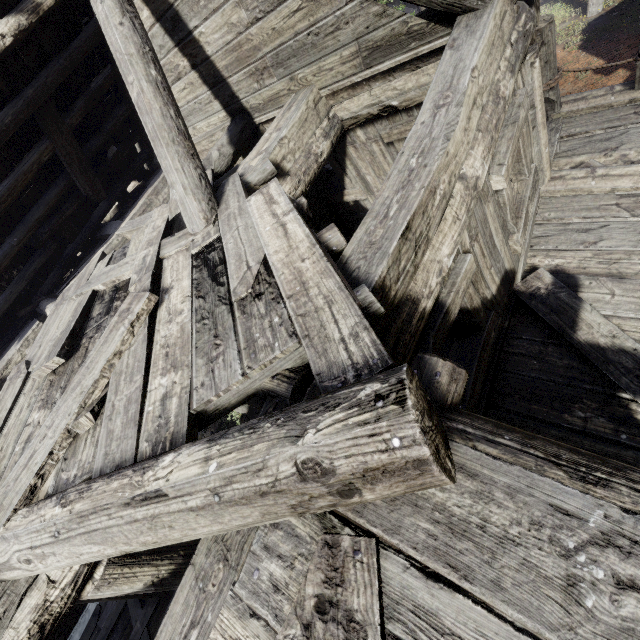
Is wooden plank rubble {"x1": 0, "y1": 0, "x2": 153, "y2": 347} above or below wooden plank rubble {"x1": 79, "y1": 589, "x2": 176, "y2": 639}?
above

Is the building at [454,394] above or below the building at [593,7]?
above

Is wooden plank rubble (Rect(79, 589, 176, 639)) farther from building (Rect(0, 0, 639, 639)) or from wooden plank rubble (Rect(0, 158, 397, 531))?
wooden plank rubble (Rect(0, 158, 397, 531))

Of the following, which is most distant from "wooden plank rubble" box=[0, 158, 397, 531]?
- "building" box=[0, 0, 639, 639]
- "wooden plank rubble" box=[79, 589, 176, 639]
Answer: "wooden plank rubble" box=[79, 589, 176, 639]

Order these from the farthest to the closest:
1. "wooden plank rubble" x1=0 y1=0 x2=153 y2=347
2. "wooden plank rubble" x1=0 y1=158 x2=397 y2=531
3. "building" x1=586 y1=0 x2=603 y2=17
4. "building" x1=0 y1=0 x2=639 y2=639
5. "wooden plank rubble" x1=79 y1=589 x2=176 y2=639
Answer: "building" x1=586 y1=0 x2=603 y2=17 → "wooden plank rubble" x1=79 y1=589 x2=176 y2=639 → "wooden plank rubble" x1=0 y1=0 x2=153 y2=347 → "wooden plank rubble" x1=0 y1=158 x2=397 y2=531 → "building" x1=0 y1=0 x2=639 y2=639

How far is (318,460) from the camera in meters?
1.2 m

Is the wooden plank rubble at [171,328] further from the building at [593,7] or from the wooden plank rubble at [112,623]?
the wooden plank rubble at [112,623]
